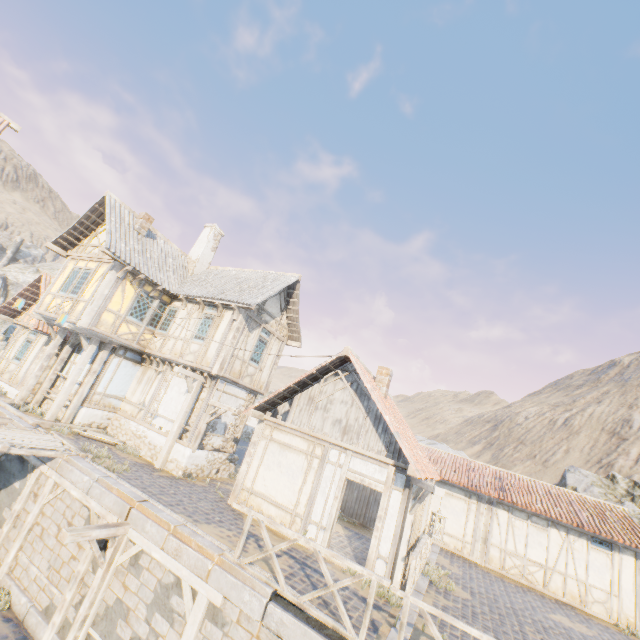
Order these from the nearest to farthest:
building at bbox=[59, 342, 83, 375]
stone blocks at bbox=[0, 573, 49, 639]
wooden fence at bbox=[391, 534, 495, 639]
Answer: wooden fence at bbox=[391, 534, 495, 639] < stone blocks at bbox=[0, 573, 49, 639] < building at bbox=[59, 342, 83, 375]

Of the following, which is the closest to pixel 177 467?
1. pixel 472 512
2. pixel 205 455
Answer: pixel 205 455

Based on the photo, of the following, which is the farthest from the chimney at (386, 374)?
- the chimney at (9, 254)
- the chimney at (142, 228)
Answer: the chimney at (9, 254)

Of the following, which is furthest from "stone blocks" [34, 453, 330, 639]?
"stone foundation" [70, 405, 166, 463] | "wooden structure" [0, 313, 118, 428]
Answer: "stone foundation" [70, 405, 166, 463]

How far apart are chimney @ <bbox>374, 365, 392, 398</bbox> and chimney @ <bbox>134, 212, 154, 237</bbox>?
12.7 meters

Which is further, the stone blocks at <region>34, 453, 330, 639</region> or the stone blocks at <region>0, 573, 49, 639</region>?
the stone blocks at <region>0, 573, 49, 639</region>

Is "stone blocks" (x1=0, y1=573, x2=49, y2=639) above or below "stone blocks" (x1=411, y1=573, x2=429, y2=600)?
below

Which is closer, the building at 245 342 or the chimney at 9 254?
the building at 245 342
